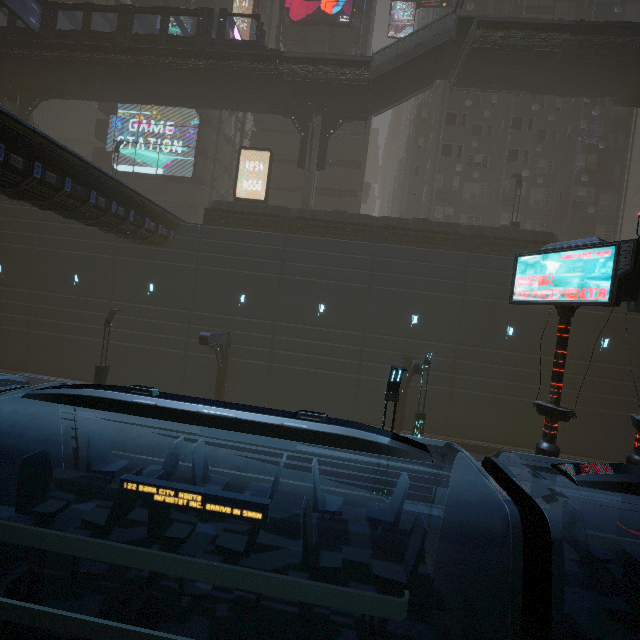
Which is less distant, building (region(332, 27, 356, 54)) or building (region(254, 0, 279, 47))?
building (region(332, 27, 356, 54))

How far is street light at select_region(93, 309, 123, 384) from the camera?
17.6 meters

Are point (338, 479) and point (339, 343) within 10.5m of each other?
yes

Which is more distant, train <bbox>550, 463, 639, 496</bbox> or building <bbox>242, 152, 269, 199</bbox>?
building <bbox>242, 152, 269, 199</bbox>

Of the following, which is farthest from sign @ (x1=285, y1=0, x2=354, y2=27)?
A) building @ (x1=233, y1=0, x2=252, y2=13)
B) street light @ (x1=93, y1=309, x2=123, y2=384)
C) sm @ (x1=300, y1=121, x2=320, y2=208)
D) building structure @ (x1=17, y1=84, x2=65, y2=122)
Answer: street light @ (x1=93, y1=309, x2=123, y2=384)

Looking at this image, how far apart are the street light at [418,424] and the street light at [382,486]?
7.07m

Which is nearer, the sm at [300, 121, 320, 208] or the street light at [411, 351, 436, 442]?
the street light at [411, 351, 436, 442]

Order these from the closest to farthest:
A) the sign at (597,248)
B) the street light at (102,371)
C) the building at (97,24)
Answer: the sign at (597,248) → the street light at (102,371) → the building at (97,24)
